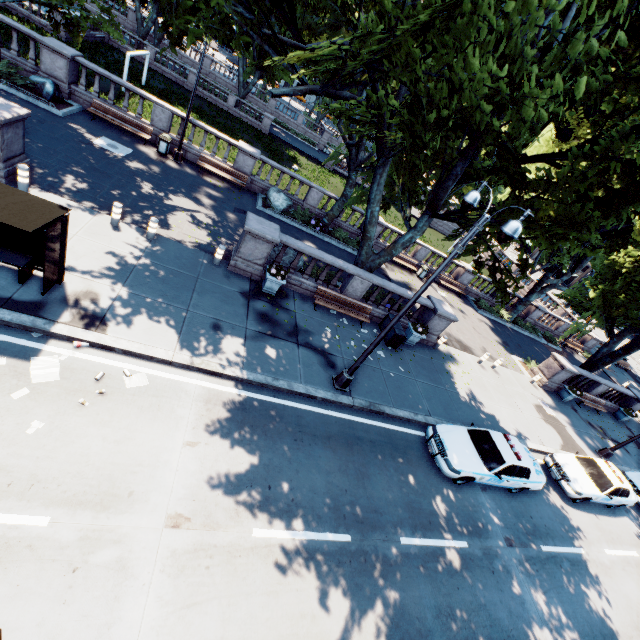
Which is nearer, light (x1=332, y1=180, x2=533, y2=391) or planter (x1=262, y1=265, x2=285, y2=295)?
light (x1=332, y1=180, x2=533, y2=391)

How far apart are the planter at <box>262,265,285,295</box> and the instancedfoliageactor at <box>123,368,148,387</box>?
5.91m

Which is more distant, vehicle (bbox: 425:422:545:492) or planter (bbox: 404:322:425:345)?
planter (bbox: 404:322:425:345)

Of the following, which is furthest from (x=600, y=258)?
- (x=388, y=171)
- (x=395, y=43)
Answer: (x=395, y=43)

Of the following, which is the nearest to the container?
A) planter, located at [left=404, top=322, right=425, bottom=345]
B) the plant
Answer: planter, located at [left=404, top=322, right=425, bottom=345]

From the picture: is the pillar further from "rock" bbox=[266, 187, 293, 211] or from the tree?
"rock" bbox=[266, 187, 293, 211]

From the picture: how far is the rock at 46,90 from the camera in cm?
1587

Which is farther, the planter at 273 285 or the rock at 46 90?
the rock at 46 90
